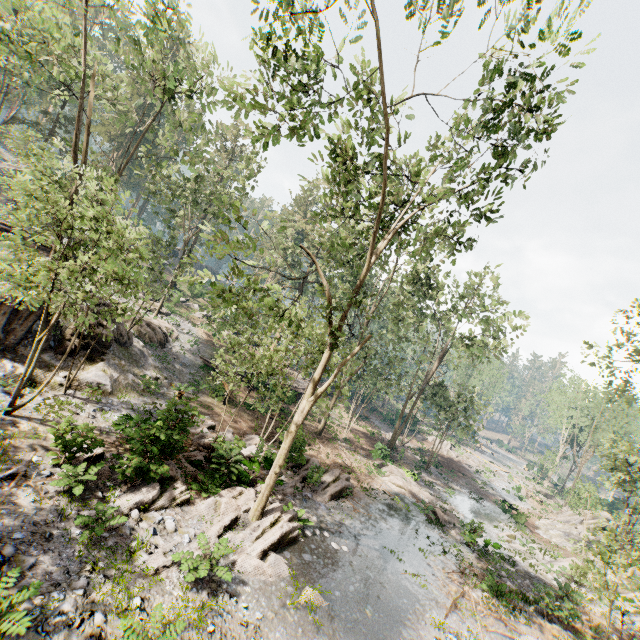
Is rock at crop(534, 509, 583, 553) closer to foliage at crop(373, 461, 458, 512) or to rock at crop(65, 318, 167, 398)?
foliage at crop(373, 461, 458, 512)

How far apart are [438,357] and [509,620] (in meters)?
17.76

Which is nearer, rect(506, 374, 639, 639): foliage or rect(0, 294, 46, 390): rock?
rect(506, 374, 639, 639): foliage

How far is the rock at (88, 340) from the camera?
16.5m

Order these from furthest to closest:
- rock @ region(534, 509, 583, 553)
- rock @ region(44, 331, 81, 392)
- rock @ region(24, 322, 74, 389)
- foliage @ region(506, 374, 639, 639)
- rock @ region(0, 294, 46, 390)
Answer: rock @ region(534, 509, 583, 553), rock @ region(44, 331, 81, 392), rock @ region(24, 322, 74, 389), rock @ region(0, 294, 46, 390), foliage @ region(506, 374, 639, 639)

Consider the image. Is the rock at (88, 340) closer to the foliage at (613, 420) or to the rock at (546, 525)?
the foliage at (613, 420)

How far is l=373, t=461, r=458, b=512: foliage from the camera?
23.4m

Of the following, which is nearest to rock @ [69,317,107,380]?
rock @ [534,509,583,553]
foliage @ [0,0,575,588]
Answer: foliage @ [0,0,575,588]
